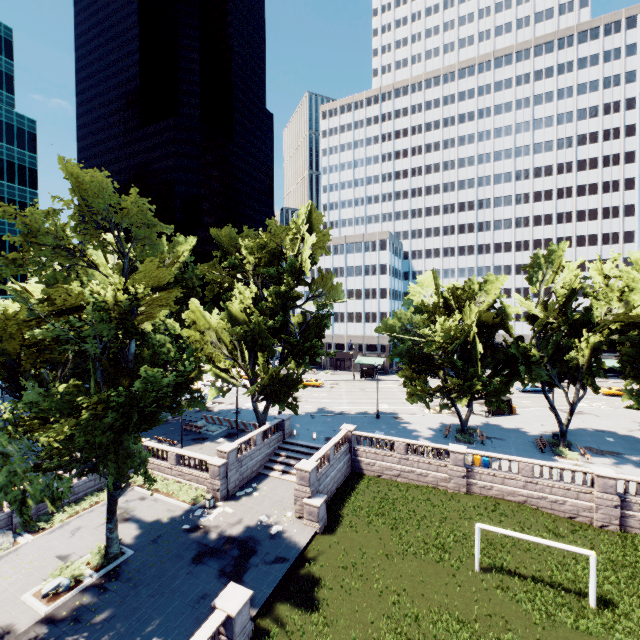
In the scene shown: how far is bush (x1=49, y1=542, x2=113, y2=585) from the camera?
19.02m

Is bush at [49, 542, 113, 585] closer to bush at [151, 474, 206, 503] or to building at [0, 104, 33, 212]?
bush at [151, 474, 206, 503]

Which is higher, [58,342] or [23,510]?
[58,342]

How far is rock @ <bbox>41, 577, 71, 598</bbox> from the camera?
17.88m

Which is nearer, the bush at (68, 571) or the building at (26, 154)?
the bush at (68, 571)

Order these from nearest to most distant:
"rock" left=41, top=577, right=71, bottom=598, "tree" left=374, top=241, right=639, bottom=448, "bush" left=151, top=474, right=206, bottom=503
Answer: "rock" left=41, top=577, right=71, bottom=598
"bush" left=151, top=474, right=206, bottom=503
"tree" left=374, top=241, right=639, bottom=448

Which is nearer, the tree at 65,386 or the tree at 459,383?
the tree at 65,386

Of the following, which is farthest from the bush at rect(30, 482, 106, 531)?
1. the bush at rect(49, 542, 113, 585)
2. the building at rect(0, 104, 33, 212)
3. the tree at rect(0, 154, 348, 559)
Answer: the building at rect(0, 104, 33, 212)
